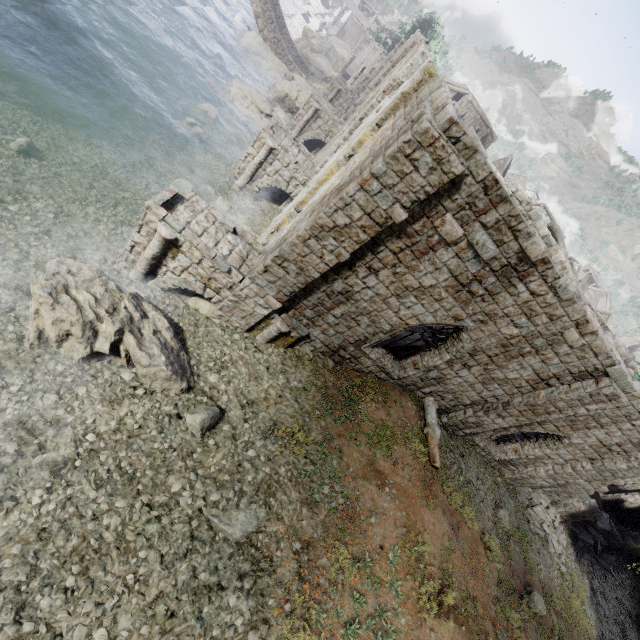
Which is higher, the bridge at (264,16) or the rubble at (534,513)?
the rubble at (534,513)

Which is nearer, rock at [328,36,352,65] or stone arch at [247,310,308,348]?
stone arch at [247,310,308,348]

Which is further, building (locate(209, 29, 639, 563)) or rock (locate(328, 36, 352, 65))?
rock (locate(328, 36, 352, 65))

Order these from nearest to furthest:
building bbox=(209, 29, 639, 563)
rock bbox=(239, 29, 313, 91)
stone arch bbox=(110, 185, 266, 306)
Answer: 1. building bbox=(209, 29, 639, 563)
2. stone arch bbox=(110, 185, 266, 306)
3. rock bbox=(239, 29, 313, 91)

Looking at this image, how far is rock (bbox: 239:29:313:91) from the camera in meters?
30.7 m

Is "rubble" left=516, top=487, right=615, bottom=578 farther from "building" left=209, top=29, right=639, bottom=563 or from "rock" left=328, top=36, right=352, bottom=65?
"rock" left=328, top=36, right=352, bottom=65

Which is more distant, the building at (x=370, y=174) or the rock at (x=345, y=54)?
the rock at (x=345, y=54)

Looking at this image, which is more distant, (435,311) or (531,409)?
(531,409)
